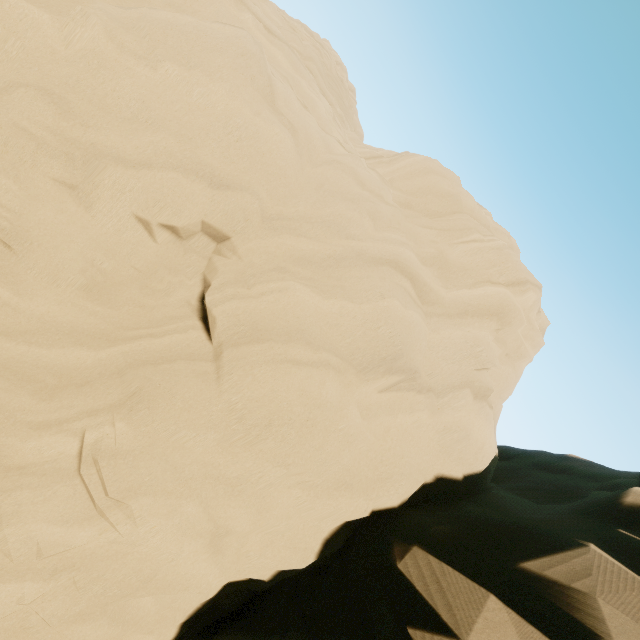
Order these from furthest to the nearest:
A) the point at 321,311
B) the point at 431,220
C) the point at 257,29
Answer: the point at 431,220 → the point at 257,29 → the point at 321,311
